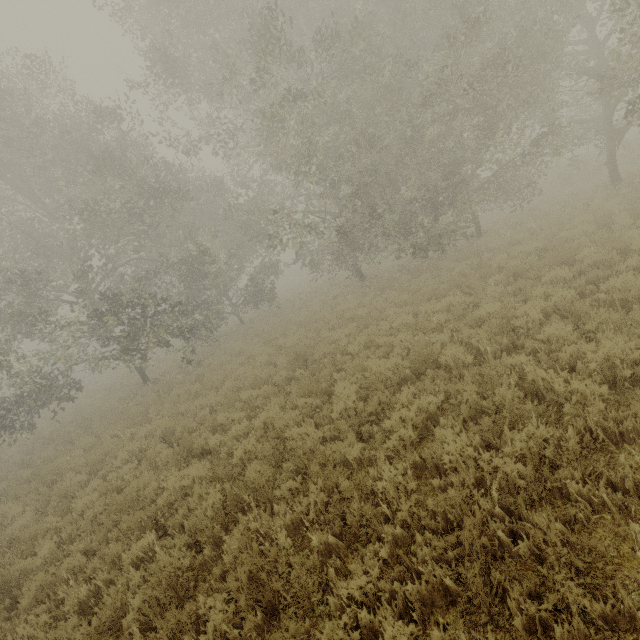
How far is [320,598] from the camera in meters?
3.7

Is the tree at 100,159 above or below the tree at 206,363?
above

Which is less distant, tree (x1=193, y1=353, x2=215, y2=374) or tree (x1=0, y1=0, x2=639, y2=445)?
tree (x1=0, y1=0, x2=639, y2=445)

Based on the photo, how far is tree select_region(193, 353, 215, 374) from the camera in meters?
15.1

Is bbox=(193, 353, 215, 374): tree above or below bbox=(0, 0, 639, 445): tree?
below

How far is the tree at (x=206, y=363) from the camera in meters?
15.1
